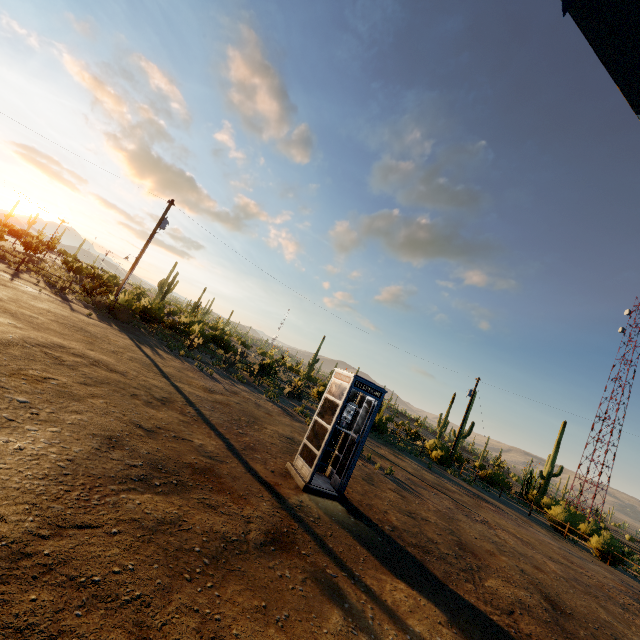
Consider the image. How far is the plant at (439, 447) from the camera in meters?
26.0

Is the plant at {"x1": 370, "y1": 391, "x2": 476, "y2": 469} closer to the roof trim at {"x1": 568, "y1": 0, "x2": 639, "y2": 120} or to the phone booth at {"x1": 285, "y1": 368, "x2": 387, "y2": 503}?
the roof trim at {"x1": 568, "y1": 0, "x2": 639, "y2": 120}

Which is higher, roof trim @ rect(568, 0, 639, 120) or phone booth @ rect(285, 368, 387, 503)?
roof trim @ rect(568, 0, 639, 120)

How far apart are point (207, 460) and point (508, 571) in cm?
800

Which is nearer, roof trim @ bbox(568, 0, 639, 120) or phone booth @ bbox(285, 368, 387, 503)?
roof trim @ bbox(568, 0, 639, 120)

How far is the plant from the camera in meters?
26.0 m

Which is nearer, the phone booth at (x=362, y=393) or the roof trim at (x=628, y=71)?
the roof trim at (x=628, y=71)

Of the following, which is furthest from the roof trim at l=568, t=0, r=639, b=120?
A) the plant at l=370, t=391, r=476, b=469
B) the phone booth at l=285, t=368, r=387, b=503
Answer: the plant at l=370, t=391, r=476, b=469
